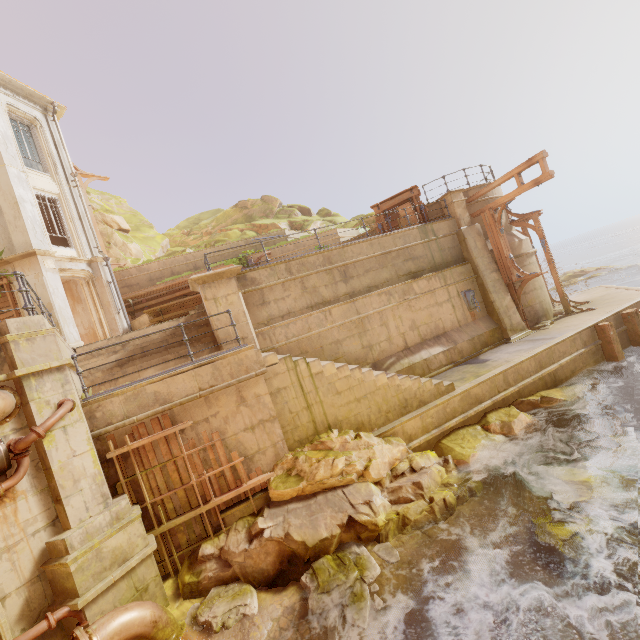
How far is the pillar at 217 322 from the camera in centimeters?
994cm

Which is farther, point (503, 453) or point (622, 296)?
point (622, 296)

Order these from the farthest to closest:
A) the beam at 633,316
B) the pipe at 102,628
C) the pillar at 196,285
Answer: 1. the beam at 633,316
2. the pillar at 196,285
3. the pipe at 102,628

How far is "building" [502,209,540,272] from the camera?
14.62m

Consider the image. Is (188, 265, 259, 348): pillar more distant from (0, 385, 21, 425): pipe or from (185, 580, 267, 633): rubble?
(185, 580, 267, 633): rubble

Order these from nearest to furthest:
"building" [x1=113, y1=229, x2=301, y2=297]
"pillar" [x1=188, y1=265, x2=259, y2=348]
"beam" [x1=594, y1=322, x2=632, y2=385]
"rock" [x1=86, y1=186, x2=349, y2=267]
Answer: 1. "pillar" [x1=188, y1=265, x2=259, y2=348]
2. "beam" [x1=594, y1=322, x2=632, y2=385]
3. "building" [x1=113, y1=229, x2=301, y2=297]
4. "rock" [x1=86, y1=186, x2=349, y2=267]

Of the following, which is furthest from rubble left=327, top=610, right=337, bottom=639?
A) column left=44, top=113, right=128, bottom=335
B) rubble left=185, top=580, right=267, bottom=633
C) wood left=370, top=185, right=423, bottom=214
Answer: column left=44, top=113, right=128, bottom=335

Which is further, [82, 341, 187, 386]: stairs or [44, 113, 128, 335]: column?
[44, 113, 128, 335]: column
